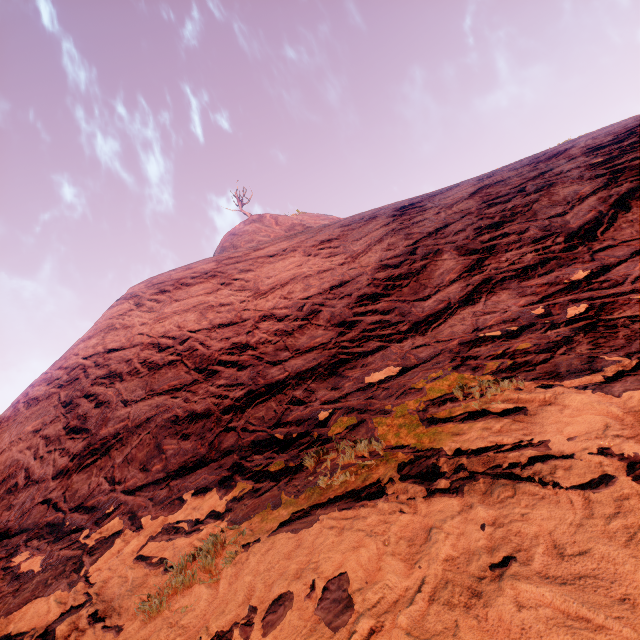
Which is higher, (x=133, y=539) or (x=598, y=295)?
(x=598, y=295)
